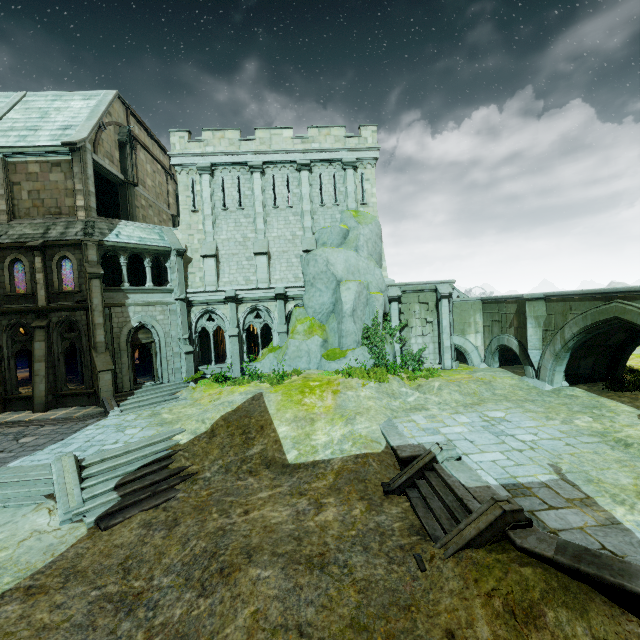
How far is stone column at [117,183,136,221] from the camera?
22.4m

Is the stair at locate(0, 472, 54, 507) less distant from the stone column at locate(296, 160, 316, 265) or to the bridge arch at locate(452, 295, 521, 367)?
the stone column at locate(296, 160, 316, 265)

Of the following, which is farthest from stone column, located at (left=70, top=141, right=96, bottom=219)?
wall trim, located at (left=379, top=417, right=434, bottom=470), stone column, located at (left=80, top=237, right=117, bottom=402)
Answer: wall trim, located at (left=379, top=417, right=434, bottom=470)

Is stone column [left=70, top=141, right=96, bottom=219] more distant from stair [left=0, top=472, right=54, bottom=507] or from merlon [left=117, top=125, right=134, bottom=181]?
stair [left=0, top=472, right=54, bottom=507]

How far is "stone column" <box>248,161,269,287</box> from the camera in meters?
21.2 m

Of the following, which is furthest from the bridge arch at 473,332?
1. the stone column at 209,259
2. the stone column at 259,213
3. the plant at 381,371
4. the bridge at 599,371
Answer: the stone column at 209,259

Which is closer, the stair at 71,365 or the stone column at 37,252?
the stone column at 37,252

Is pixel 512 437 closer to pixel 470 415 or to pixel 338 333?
pixel 470 415
